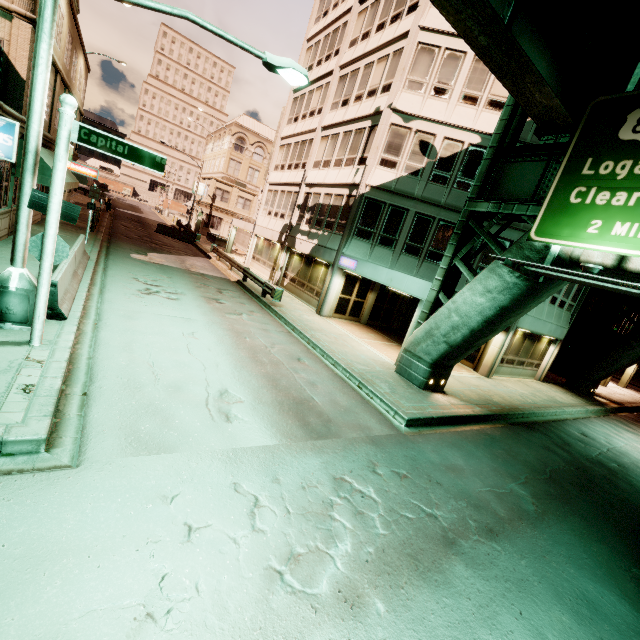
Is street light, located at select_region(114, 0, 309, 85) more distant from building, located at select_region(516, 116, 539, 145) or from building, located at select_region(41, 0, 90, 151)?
building, located at select_region(516, 116, 539, 145)

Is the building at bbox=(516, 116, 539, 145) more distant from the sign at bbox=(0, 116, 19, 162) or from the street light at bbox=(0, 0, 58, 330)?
the sign at bbox=(0, 116, 19, 162)

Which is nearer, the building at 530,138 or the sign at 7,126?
the sign at 7,126

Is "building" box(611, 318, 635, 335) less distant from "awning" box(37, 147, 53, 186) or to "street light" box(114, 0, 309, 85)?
"street light" box(114, 0, 309, 85)

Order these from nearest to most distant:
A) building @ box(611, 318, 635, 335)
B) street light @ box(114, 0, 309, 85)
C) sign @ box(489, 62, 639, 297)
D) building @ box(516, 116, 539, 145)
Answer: street light @ box(114, 0, 309, 85)
sign @ box(489, 62, 639, 297)
building @ box(516, 116, 539, 145)
building @ box(611, 318, 635, 335)

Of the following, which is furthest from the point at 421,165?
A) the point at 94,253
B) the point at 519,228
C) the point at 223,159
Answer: the point at 223,159

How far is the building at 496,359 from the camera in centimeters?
1709cm

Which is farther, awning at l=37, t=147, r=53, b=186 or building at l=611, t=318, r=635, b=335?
building at l=611, t=318, r=635, b=335
